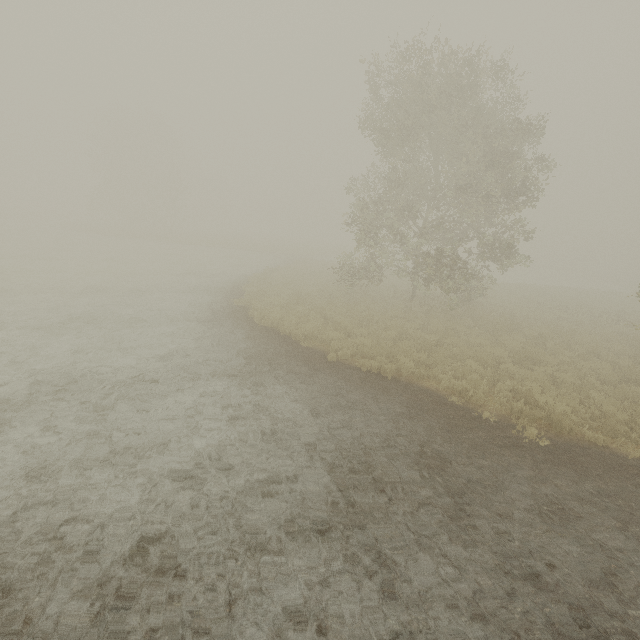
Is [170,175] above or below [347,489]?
above
